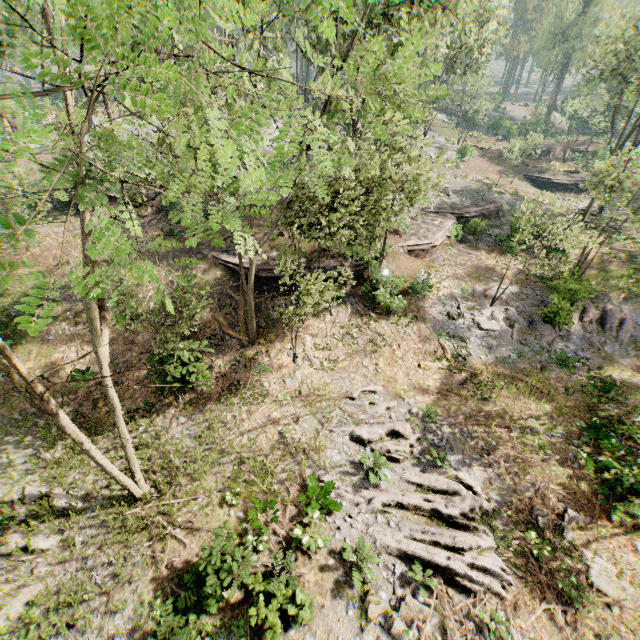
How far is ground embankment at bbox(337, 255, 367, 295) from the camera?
21.5 meters

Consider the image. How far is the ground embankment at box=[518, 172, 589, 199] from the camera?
42.8 meters

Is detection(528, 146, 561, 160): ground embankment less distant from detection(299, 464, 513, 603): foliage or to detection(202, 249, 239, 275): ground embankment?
detection(299, 464, 513, 603): foliage

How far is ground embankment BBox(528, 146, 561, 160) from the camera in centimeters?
5225cm

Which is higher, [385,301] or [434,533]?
[385,301]

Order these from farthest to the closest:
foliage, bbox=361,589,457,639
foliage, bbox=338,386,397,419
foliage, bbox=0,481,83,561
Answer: foliage, bbox=338,386,397,419, foliage, bbox=0,481,83,561, foliage, bbox=361,589,457,639

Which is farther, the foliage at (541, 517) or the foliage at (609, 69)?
the foliage at (609, 69)
